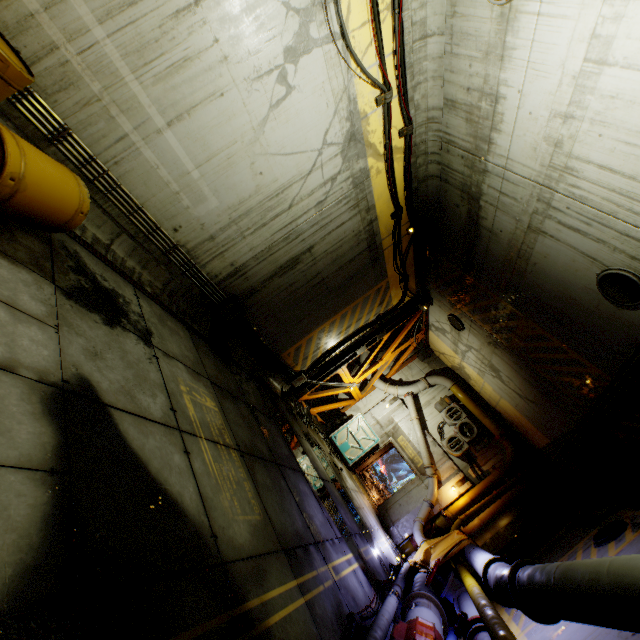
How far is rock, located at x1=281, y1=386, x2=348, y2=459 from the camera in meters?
12.0 m

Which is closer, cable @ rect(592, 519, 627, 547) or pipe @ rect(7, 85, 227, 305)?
pipe @ rect(7, 85, 227, 305)

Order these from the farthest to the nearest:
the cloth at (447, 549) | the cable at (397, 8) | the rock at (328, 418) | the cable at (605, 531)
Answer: the rock at (328, 418) < the cloth at (447, 549) < the cable at (605, 531) < the cable at (397, 8)

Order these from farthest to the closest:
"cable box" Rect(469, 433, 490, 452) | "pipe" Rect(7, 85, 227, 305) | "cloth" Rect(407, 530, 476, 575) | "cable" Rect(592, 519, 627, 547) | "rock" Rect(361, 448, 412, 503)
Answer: "rock" Rect(361, 448, 412, 503)
"cable box" Rect(469, 433, 490, 452)
"cloth" Rect(407, 530, 476, 575)
"cable" Rect(592, 519, 627, 547)
"pipe" Rect(7, 85, 227, 305)

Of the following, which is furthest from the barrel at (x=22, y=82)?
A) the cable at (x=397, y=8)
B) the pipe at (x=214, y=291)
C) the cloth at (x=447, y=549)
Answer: the cloth at (x=447, y=549)

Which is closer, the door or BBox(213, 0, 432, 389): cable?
BBox(213, 0, 432, 389): cable

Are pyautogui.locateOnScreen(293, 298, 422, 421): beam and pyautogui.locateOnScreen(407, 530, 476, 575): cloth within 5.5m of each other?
no

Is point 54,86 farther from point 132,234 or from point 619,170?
point 619,170
